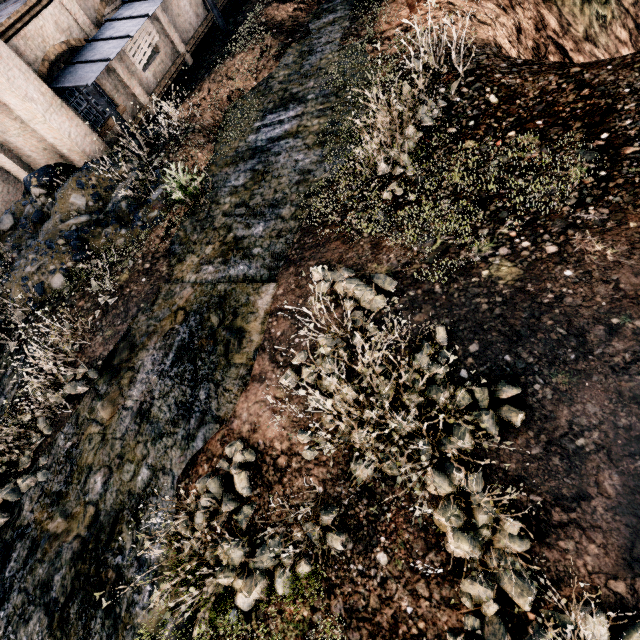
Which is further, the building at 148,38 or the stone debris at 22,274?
the building at 148,38

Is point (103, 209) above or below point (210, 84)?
above

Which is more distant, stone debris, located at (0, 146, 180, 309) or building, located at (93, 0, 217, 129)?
building, located at (93, 0, 217, 129)

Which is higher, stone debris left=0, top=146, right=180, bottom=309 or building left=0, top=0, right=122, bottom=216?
building left=0, top=0, right=122, bottom=216

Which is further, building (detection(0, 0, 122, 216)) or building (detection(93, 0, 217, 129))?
building (detection(93, 0, 217, 129))

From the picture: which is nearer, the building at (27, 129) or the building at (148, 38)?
the building at (27, 129)
